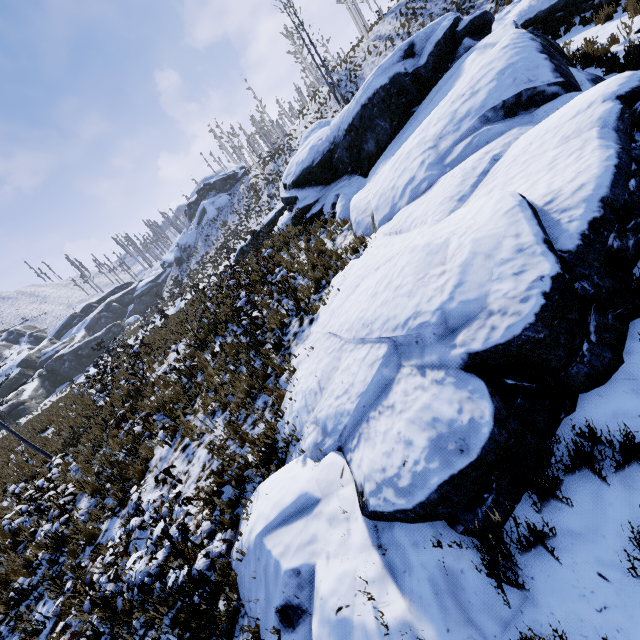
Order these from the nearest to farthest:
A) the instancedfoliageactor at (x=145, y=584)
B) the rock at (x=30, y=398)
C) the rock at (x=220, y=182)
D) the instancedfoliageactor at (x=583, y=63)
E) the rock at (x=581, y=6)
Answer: the instancedfoliageactor at (x=145, y=584) < the instancedfoliageactor at (x=583, y=63) < the rock at (x=581, y=6) < the rock at (x=30, y=398) < the rock at (x=220, y=182)

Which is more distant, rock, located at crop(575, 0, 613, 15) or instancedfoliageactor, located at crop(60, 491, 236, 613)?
rock, located at crop(575, 0, 613, 15)

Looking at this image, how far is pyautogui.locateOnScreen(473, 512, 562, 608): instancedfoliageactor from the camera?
2.44m

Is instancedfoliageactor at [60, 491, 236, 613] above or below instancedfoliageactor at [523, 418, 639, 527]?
above

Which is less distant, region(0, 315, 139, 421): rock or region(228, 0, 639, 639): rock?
region(228, 0, 639, 639): rock

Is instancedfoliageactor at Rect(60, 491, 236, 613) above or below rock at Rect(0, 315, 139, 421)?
below

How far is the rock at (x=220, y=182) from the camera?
52.59m

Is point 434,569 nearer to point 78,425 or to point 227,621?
point 227,621
